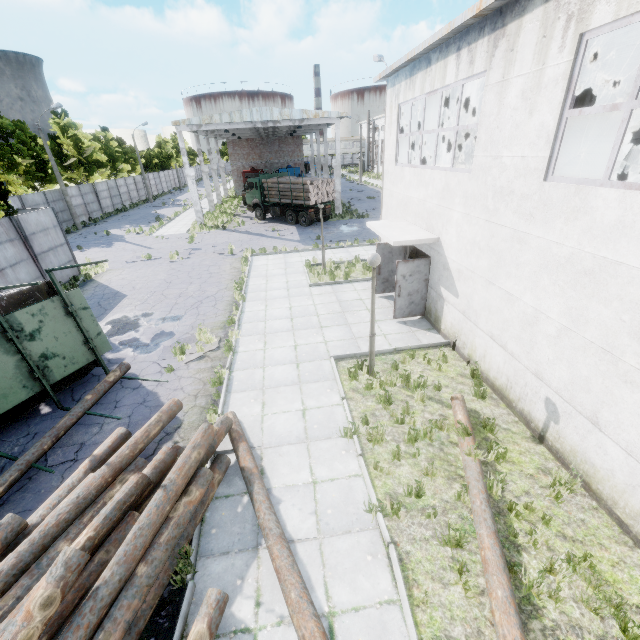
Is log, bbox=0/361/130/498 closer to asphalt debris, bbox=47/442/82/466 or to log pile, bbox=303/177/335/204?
asphalt debris, bbox=47/442/82/466

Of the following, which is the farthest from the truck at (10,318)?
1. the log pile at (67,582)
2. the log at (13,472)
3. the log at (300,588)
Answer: the log at (300,588)

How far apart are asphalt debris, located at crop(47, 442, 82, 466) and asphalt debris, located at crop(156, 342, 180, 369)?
2.8m

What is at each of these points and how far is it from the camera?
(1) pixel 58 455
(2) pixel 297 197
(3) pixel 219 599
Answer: (1) asphalt debris, 7.0m
(2) log pile, 26.0m
(3) log, 4.3m

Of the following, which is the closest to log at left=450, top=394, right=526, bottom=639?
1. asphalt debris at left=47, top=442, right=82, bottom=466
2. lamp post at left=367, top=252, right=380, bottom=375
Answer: lamp post at left=367, top=252, right=380, bottom=375

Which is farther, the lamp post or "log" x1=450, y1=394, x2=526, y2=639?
the lamp post

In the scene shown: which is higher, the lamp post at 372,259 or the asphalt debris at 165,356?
the lamp post at 372,259

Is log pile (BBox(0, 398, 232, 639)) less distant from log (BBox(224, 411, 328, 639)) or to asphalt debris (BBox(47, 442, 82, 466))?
log (BBox(224, 411, 328, 639))
